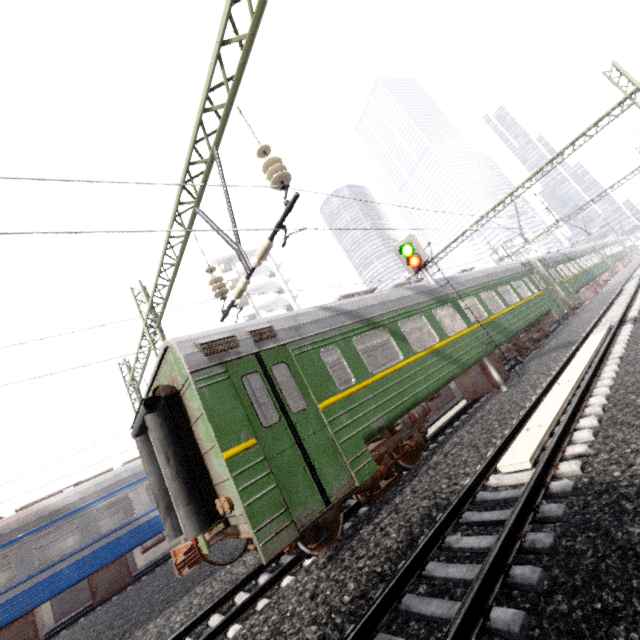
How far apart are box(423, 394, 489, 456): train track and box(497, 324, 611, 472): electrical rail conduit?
2.87m

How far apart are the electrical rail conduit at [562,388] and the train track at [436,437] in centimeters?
287cm

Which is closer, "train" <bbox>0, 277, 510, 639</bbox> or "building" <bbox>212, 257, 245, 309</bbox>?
"train" <bbox>0, 277, 510, 639</bbox>

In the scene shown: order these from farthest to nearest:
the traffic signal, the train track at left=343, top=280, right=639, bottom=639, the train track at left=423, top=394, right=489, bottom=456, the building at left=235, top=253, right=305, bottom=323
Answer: the building at left=235, top=253, right=305, bottom=323
the traffic signal
the train track at left=423, top=394, right=489, bottom=456
the train track at left=343, top=280, right=639, bottom=639

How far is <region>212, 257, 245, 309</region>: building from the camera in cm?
4534

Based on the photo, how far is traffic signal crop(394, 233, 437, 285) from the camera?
10.96m

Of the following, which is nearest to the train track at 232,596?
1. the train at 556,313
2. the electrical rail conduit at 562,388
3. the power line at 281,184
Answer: the electrical rail conduit at 562,388

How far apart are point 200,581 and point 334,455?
5.19m
